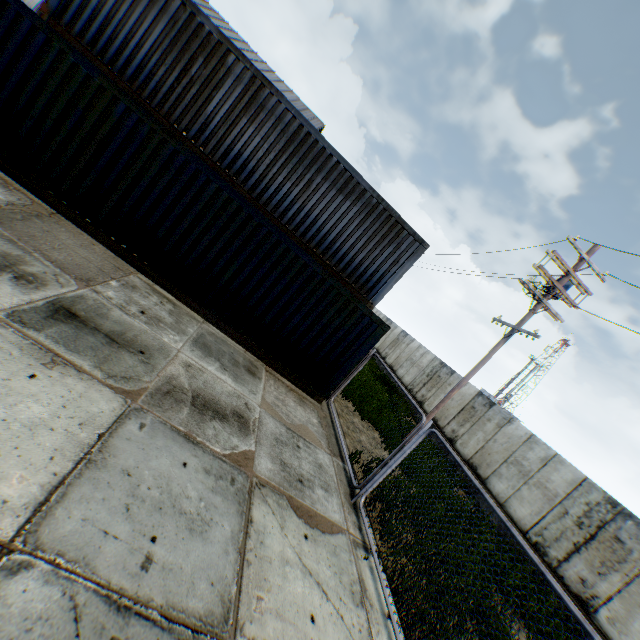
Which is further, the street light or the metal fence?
the street light

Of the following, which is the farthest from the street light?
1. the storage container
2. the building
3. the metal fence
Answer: the building

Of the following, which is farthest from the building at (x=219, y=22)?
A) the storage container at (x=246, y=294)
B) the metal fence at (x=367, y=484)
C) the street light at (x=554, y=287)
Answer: the storage container at (x=246, y=294)

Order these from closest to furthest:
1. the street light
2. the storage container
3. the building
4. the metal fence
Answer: the metal fence, the storage container, the street light, the building

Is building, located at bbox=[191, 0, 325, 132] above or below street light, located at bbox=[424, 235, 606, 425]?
above

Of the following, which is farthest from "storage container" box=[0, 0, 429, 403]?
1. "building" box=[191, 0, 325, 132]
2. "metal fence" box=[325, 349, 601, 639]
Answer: "building" box=[191, 0, 325, 132]

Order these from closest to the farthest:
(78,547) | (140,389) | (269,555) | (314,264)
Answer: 1. (78,547)
2. (269,555)
3. (140,389)
4. (314,264)

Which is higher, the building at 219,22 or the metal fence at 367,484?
the building at 219,22
